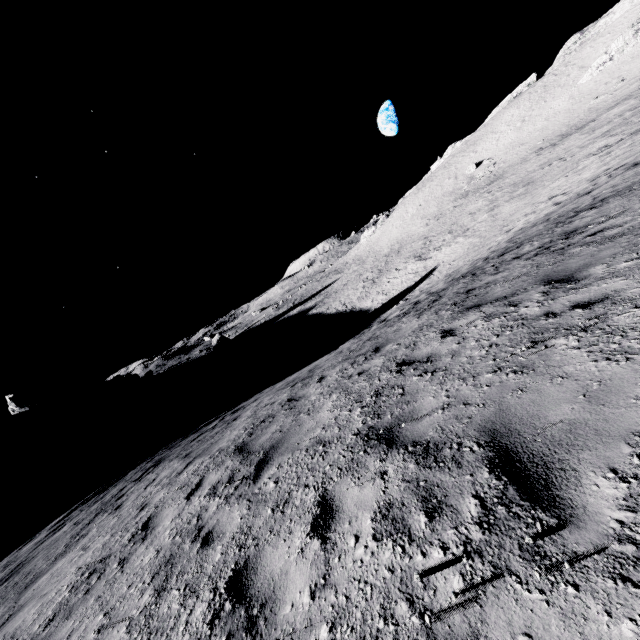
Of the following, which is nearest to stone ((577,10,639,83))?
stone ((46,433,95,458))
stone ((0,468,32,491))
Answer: stone ((46,433,95,458))

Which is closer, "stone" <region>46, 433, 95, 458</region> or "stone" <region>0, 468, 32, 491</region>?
"stone" <region>0, 468, 32, 491</region>

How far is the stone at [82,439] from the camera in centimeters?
4919cm

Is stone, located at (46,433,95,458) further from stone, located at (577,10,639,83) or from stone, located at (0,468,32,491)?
stone, located at (577,10,639,83)

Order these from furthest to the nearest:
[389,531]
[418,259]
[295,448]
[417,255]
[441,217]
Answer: [441,217] < [417,255] < [418,259] < [295,448] < [389,531]

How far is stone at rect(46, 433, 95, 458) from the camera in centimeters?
4919cm

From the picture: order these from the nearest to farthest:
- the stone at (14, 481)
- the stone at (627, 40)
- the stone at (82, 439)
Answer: the stone at (14, 481)
the stone at (627, 40)
the stone at (82, 439)
